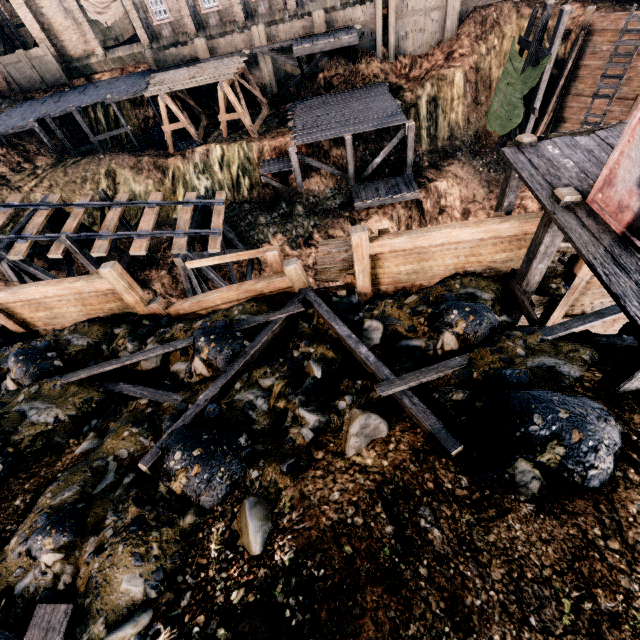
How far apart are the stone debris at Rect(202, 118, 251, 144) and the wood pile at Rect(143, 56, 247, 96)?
3.5 meters

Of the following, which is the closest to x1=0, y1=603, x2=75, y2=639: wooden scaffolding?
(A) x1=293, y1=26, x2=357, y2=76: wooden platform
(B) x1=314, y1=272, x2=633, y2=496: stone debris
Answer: (B) x1=314, y1=272, x2=633, y2=496: stone debris

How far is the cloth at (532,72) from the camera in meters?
20.9 m

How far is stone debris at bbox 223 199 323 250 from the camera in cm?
2345

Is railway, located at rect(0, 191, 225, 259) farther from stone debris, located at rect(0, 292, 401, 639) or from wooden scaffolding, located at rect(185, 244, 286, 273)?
wooden scaffolding, located at rect(185, 244, 286, 273)

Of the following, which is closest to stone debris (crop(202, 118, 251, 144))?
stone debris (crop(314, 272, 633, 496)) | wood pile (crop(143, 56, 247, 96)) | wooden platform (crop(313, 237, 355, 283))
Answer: wood pile (crop(143, 56, 247, 96))

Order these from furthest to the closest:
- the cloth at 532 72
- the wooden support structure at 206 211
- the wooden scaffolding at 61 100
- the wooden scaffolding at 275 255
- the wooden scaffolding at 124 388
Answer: the wooden scaffolding at 61 100
the cloth at 532 72
the wooden support structure at 206 211
the wooden scaffolding at 275 255
the wooden scaffolding at 124 388

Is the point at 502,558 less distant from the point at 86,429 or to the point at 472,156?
the point at 86,429
